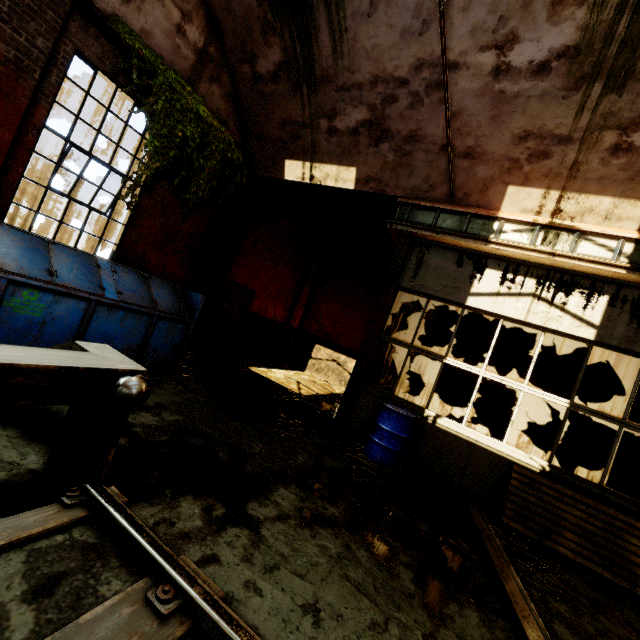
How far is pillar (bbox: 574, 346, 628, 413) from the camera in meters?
8.7 m

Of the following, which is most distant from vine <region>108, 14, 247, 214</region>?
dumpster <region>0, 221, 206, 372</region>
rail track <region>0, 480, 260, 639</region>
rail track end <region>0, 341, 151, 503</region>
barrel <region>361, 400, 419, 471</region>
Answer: barrel <region>361, 400, 419, 471</region>

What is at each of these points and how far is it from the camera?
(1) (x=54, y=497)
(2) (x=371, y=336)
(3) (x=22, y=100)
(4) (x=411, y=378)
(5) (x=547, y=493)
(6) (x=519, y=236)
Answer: (1) rail track end, 2.2m
(2) pillar, 6.6m
(3) pillar, 4.6m
(4) pillar, 10.8m
(5) wooden pallet, 4.9m
(6) beam, 5.6m

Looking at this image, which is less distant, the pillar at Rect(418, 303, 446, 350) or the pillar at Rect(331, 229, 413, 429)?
the pillar at Rect(331, 229, 413, 429)

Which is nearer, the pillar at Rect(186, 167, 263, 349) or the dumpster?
the dumpster

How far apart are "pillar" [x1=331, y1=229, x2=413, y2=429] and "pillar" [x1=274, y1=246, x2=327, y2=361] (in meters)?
5.98

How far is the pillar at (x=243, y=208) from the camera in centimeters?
842cm

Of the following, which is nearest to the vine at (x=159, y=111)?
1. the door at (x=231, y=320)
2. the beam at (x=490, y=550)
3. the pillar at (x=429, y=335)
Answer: the door at (x=231, y=320)
